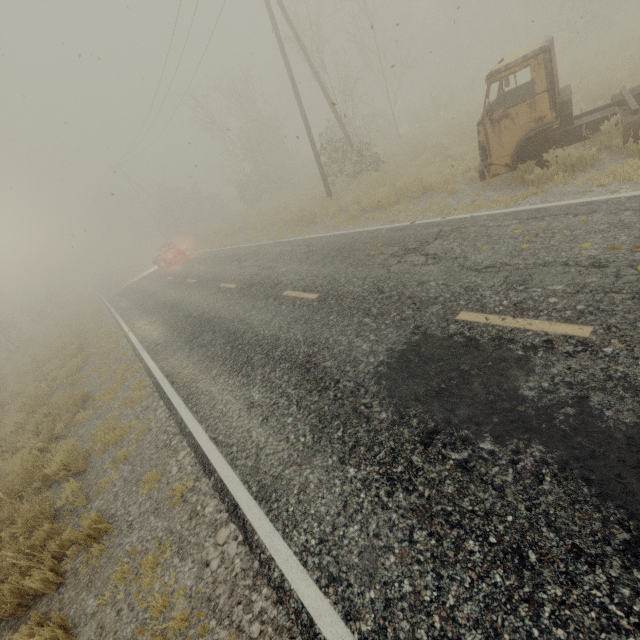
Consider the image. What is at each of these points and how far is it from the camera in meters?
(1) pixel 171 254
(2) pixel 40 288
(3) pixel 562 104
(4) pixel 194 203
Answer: (1) car, 24.3
(2) tree, 39.3
(3) truck, 7.1
(4) tree, 44.6

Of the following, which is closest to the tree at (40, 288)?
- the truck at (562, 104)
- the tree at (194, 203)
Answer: the tree at (194, 203)

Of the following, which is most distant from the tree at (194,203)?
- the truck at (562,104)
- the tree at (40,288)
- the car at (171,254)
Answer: the truck at (562,104)

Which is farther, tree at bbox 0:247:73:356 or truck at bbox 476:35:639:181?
tree at bbox 0:247:73:356

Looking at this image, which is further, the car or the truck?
the car

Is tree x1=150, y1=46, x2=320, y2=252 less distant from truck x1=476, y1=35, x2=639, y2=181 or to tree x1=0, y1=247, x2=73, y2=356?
tree x1=0, y1=247, x2=73, y2=356

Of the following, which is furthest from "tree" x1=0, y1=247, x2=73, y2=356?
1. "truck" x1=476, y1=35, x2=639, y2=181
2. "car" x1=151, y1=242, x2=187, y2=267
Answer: "truck" x1=476, y1=35, x2=639, y2=181

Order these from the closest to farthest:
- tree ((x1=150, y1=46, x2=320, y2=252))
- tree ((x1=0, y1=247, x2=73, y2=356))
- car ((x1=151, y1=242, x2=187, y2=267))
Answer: car ((x1=151, y1=242, x2=187, y2=267)) < tree ((x1=0, y1=247, x2=73, y2=356)) < tree ((x1=150, y1=46, x2=320, y2=252))
